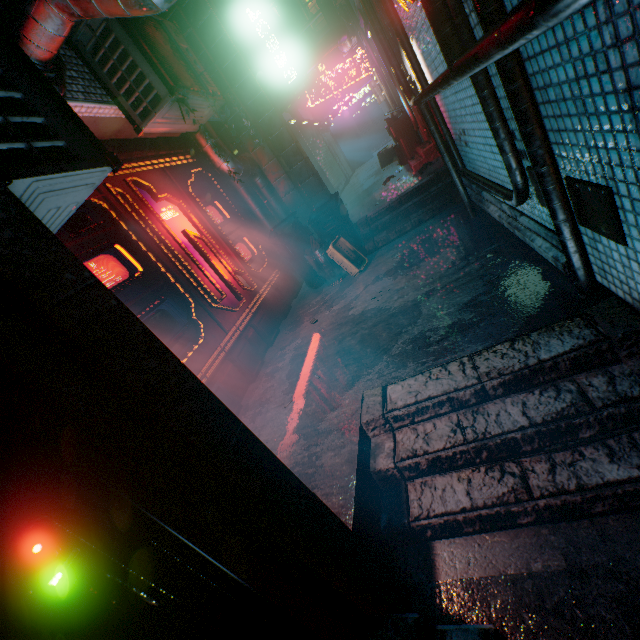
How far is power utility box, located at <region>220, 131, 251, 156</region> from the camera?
6.20m

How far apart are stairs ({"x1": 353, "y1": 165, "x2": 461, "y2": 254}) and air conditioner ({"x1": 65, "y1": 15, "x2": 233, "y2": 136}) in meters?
2.5 m

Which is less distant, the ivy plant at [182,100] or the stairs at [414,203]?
the ivy plant at [182,100]

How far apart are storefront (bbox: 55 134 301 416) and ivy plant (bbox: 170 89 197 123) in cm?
92

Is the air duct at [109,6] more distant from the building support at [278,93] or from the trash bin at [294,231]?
the building support at [278,93]

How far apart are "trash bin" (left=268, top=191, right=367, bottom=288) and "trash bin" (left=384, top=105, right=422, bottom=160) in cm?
314

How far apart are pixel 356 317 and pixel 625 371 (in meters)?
2.25

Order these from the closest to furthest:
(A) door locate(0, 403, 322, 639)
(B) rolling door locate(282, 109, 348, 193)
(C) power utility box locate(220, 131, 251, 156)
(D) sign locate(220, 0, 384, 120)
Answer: (A) door locate(0, 403, 322, 639), (D) sign locate(220, 0, 384, 120), (C) power utility box locate(220, 131, 251, 156), (B) rolling door locate(282, 109, 348, 193)
